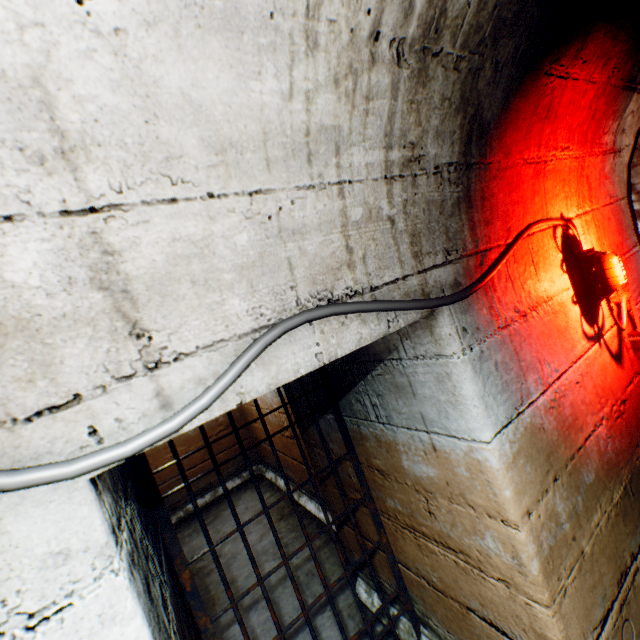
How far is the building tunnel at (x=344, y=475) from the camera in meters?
2.1

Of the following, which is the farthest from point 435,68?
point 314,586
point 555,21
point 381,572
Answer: point 314,586

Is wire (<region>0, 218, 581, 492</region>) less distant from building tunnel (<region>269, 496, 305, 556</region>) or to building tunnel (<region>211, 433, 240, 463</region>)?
building tunnel (<region>269, 496, 305, 556</region>)

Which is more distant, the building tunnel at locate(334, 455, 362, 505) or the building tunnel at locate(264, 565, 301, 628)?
the building tunnel at locate(264, 565, 301, 628)

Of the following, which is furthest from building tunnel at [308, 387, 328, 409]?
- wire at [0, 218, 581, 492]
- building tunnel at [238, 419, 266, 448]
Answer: building tunnel at [238, 419, 266, 448]

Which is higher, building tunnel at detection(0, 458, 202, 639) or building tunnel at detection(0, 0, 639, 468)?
building tunnel at detection(0, 0, 639, 468)

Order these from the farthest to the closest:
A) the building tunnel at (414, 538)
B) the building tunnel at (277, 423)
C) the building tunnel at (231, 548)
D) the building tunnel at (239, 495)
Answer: the building tunnel at (239, 495) → the building tunnel at (277, 423) → the building tunnel at (231, 548) → the building tunnel at (414, 538)
